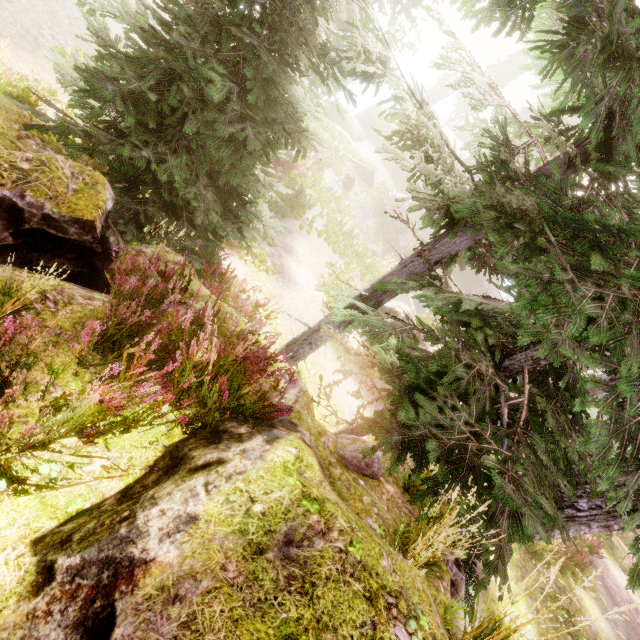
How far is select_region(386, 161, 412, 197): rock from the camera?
37.19m

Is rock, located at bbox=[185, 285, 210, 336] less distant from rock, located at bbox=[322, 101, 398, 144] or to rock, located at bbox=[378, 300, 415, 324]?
rock, located at bbox=[378, 300, 415, 324]

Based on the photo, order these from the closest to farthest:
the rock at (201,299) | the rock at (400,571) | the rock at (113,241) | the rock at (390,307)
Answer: the rock at (400,571) < the rock at (113,241) < the rock at (201,299) < the rock at (390,307)

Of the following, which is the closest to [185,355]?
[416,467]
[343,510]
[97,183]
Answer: [343,510]

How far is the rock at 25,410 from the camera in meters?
2.1

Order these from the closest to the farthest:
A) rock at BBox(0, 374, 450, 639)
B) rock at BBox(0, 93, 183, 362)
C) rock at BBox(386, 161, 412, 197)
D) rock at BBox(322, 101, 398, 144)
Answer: rock at BBox(0, 374, 450, 639)
rock at BBox(0, 93, 183, 362)
rock at BBox(322, 101, 398, 144)
rock at BBox(386, 161, 412, 197)
